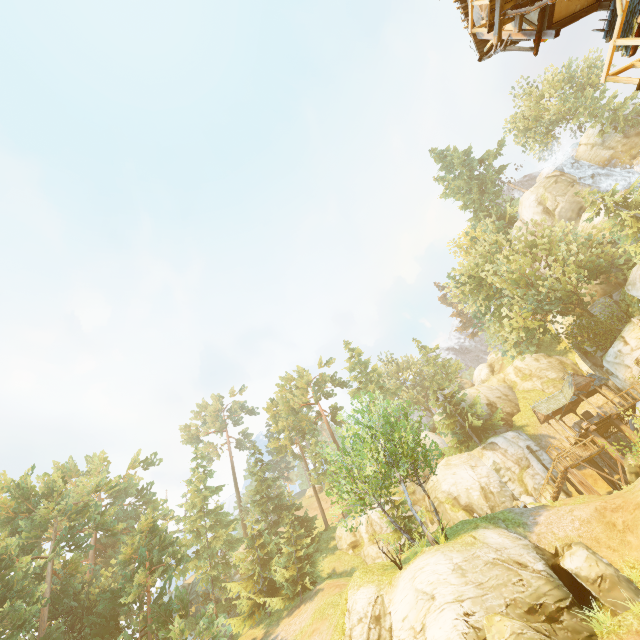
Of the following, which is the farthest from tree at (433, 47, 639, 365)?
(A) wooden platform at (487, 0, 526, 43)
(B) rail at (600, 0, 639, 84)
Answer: (A) wooden platform at (487, 0, 526, 43)

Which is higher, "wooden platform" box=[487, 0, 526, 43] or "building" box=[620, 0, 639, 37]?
"wooden platform" box=[487, 0, 526, 43]

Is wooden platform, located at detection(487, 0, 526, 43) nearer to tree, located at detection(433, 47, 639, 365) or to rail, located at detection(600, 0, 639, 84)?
rail, located at detection(600, 0, 639, 84)

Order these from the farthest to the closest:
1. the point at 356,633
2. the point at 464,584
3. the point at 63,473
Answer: the point at 63,473
the point at 356,633
the point at 464,584

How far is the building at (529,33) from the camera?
11.3 meters

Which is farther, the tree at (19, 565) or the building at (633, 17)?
the tree at (19, 565)

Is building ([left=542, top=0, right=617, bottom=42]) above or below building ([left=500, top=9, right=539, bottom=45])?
below
